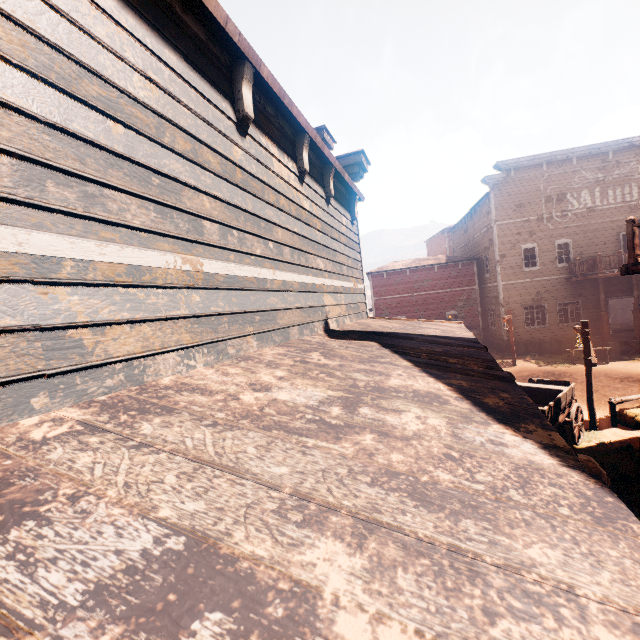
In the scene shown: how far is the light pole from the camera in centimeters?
962cm

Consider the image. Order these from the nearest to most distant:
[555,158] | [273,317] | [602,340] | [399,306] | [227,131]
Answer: [227,131] → [273,317] → [602,340] → [555,158] → [399,306]

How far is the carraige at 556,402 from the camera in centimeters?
811cm

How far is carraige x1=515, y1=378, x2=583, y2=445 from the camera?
8.1 meters

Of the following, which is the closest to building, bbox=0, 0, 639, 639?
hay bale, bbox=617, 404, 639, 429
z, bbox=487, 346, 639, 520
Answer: z, bbox=487, 346, 639, 520

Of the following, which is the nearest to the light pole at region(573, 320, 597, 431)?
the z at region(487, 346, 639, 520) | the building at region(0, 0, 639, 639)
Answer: the z at region(487, 346, 639, 520)

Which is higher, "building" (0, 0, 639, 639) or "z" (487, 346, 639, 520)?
"building" (0, 0, 639, 639)

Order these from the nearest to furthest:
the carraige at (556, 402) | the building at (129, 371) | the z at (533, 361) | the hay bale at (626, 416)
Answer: the building at (129, 371)
the z at (533, 361)
the carraige at (556, 402)
the hay bale at (626, 416)
